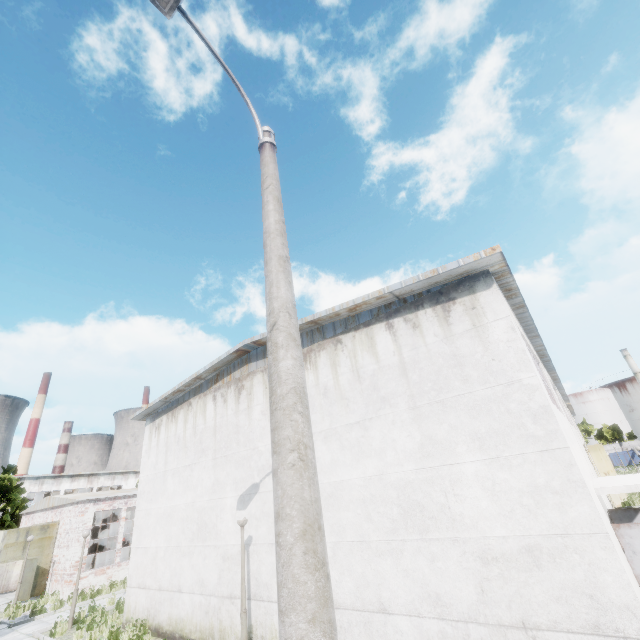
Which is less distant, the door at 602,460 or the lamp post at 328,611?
the lamp post at 328,611

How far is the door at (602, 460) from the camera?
22.2 meters

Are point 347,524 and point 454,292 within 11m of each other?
yes

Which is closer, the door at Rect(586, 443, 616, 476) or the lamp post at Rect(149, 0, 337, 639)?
the lamp post at Rect(149, 0, 337, 639)

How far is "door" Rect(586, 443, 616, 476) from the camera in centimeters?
2219cm
